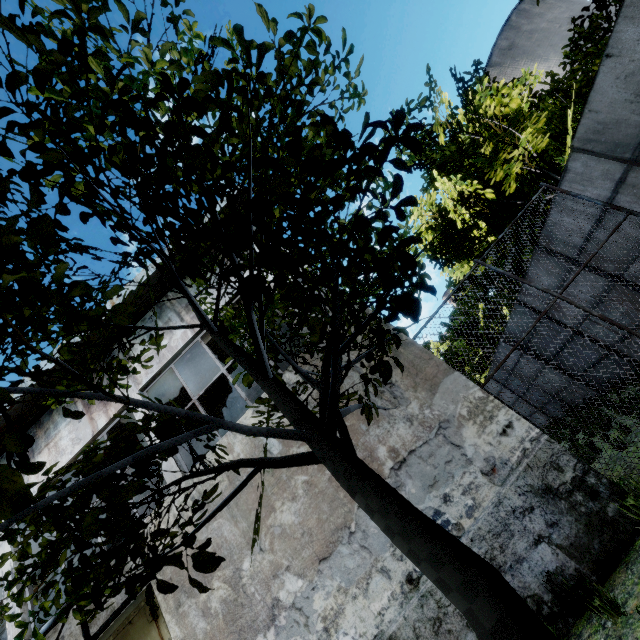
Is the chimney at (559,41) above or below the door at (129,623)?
above

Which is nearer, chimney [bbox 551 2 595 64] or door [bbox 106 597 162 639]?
door [bbox 106 597 162 639]

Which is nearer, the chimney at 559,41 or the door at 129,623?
the door at 129,623

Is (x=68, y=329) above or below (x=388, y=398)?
above

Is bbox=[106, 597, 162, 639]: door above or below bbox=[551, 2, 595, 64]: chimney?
below
